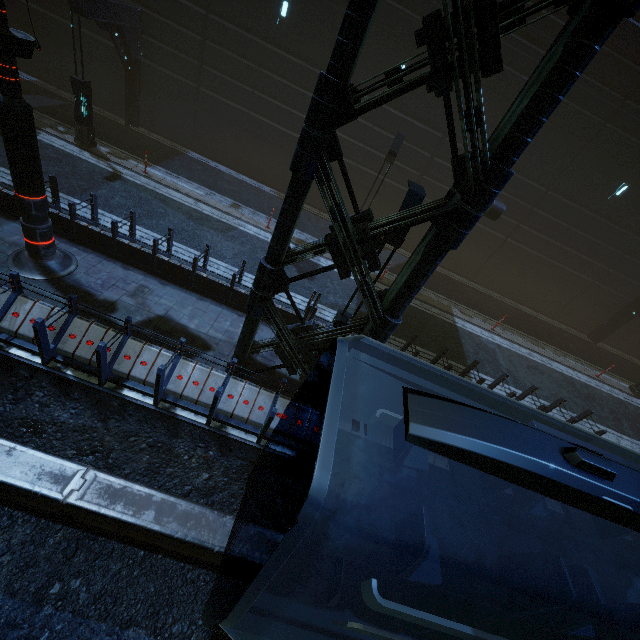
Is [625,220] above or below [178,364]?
above

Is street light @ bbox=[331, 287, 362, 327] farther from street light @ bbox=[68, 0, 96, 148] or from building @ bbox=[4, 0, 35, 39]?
street light @ bbox=[68, 0, 96, 148]

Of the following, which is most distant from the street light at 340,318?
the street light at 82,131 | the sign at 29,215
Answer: the street light at 82,131

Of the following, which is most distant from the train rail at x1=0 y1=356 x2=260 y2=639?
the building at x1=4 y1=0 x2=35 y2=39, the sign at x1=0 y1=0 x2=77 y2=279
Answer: the sign at x1=0 y1=0 x2=77 y2=279

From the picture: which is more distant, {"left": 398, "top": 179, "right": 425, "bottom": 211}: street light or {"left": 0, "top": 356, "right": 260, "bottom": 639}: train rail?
{"left": 398, "top": 179, "right": 425, "bottom": 211}: street light

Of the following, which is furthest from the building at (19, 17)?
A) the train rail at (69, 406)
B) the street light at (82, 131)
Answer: the street light at (82, 131)

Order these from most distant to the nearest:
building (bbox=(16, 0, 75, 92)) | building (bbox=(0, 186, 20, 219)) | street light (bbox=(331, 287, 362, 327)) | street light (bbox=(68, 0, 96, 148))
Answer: building (bbox=(16, 0, 75, 92)), street light (bbox=(68, 0, 96, 148)), building (bbox=(0, 186, 20, 219)), street light (bbox=(331, 287, 362, 327))

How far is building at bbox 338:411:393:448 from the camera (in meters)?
7.52
